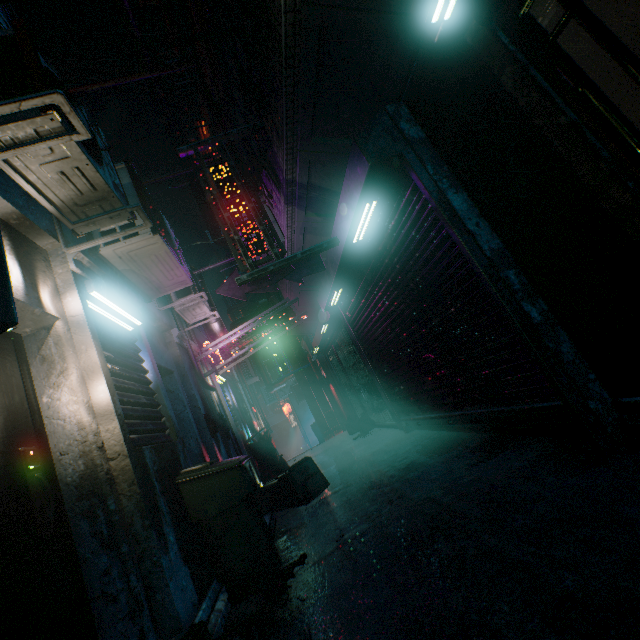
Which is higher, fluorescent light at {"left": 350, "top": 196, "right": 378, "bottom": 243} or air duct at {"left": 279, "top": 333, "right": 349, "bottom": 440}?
fluorescent light at {"left": 350, "top": 196, "right": 378, "bottom": 243}

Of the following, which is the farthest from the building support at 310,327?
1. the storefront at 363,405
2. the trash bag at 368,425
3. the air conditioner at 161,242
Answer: the trash bag at 368,425

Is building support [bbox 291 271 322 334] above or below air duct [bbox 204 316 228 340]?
above

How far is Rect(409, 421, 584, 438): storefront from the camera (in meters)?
2.37

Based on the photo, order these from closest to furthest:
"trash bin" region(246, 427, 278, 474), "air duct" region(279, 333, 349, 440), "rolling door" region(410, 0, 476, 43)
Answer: "rolling door" region(410, 0, 476, 43) < "trash bin" region(246, 427, 278, 474) < "air duct" region(279, 333, 349, 440)

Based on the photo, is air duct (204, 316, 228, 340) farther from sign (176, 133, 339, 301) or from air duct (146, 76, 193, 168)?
air duct (146, 76, 193, 168)

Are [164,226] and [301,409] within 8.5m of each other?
no

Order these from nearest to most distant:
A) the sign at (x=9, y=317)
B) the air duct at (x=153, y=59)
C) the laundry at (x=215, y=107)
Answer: the sign at (x=9, y=317) < the laundry at (x=215, y=107) < the air duct at (x=153, y=59)
